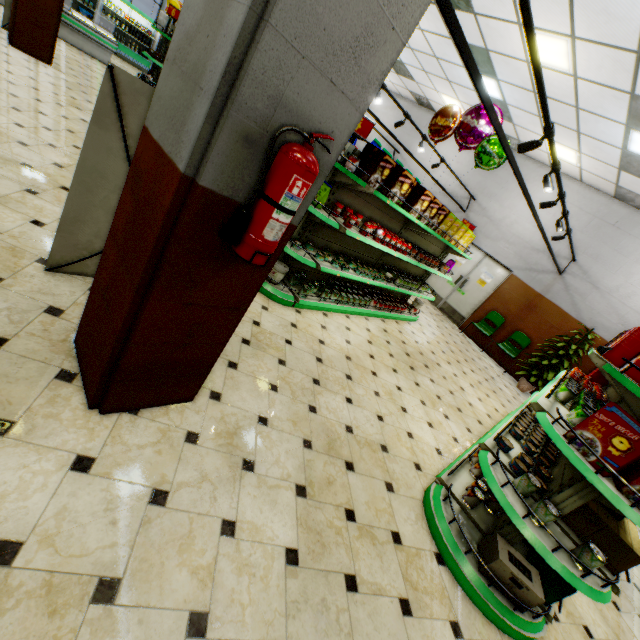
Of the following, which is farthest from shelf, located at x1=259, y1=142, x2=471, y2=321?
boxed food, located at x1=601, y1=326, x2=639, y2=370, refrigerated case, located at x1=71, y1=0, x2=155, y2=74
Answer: refrigerated case, located at x1=71, y1=0, x2=155, y2=74

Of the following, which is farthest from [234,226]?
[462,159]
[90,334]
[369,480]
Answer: [462,159]

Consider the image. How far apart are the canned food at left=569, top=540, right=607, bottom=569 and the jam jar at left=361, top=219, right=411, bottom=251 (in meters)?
3.95

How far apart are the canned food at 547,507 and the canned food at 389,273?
3.9m

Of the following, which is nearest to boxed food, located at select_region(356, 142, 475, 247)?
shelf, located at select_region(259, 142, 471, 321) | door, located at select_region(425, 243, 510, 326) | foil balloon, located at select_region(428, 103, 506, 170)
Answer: shelf, located at select_region(259, 142, 471, 321)

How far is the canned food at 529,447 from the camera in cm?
258

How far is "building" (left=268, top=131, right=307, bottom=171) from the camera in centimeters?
140cm

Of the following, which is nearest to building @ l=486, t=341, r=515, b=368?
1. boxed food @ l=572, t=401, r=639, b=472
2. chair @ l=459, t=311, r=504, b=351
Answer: chair @ l=459, t=311, r=504, b=351
